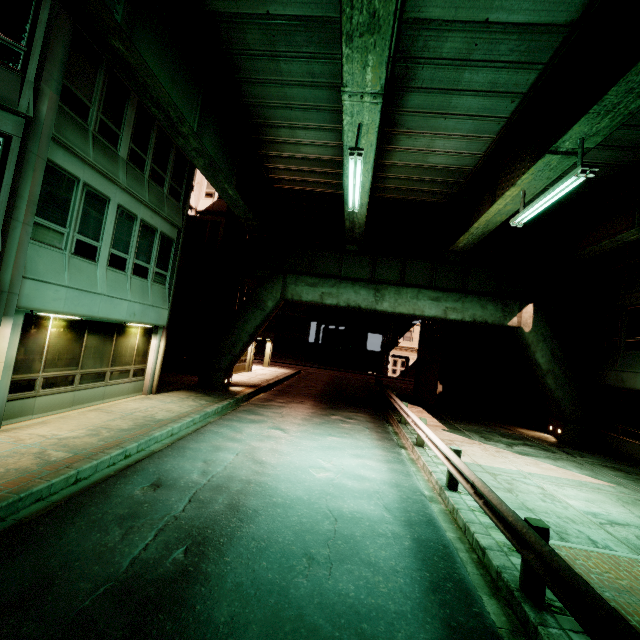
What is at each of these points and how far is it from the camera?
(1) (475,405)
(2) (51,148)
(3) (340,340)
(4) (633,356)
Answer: (1) building, 20.2m
(2) building, 8.4m
(3) building, 48.9m
(4) building, 14.7m

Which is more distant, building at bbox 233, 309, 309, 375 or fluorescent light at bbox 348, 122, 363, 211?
building at bbox 233, 309, 309, 375

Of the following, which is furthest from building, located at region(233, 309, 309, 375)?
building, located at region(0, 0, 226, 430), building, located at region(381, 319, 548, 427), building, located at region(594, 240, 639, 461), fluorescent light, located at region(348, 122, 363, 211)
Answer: building, located at region(594, 240, 639, 461)

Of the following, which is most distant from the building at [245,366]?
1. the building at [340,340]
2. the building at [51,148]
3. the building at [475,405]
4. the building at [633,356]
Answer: the building at [633,356]

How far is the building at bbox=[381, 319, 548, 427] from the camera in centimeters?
1978cm

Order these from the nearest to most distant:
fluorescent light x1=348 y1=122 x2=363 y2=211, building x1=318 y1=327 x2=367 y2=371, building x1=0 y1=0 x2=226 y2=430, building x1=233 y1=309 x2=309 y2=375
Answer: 1. building x1=0 y1=0 x2=226 y2=430
2. fluorescent light x1=348 y1=122 x2=363 y2=211
3. building x1=233 y1=309 x2=309 y2=375
4. building x1=318 y1=327 x2=367 y2=371

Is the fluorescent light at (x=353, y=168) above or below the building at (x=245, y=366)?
above

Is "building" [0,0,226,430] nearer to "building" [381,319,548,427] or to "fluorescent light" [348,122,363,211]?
"fluorescent light" [348,122,363,211]
